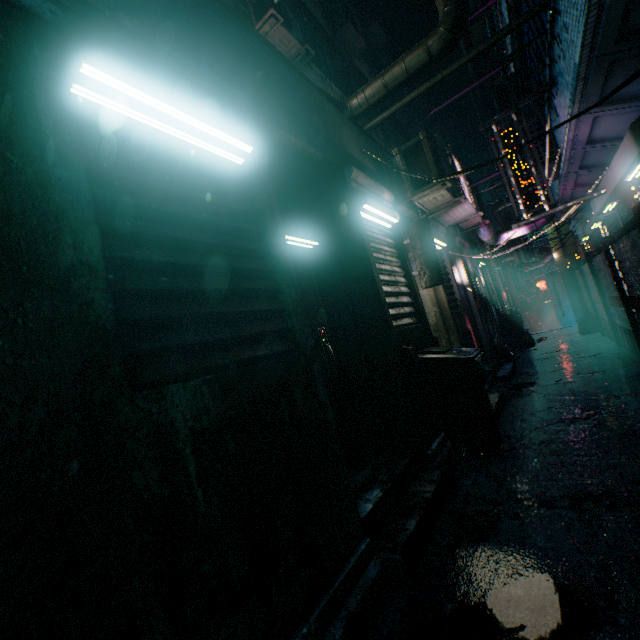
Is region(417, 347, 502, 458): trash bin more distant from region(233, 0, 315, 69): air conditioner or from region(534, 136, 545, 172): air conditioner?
region(233, 0, 315, 69): air conditioner

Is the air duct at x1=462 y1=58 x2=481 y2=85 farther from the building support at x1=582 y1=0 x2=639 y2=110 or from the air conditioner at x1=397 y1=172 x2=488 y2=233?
the building support at x1=582 y1=0 x2=639 y2=110

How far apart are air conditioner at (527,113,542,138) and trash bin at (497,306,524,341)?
3.43m

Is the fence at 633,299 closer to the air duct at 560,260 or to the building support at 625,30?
the building support at 625,30

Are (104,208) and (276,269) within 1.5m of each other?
yes

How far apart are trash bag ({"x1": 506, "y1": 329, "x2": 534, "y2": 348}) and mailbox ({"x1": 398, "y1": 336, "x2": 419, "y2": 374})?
7.2m

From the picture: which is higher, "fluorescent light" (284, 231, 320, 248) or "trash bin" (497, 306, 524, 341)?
"fluorescent light" (284, 231, 320, 248)

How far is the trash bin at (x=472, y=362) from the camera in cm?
294
